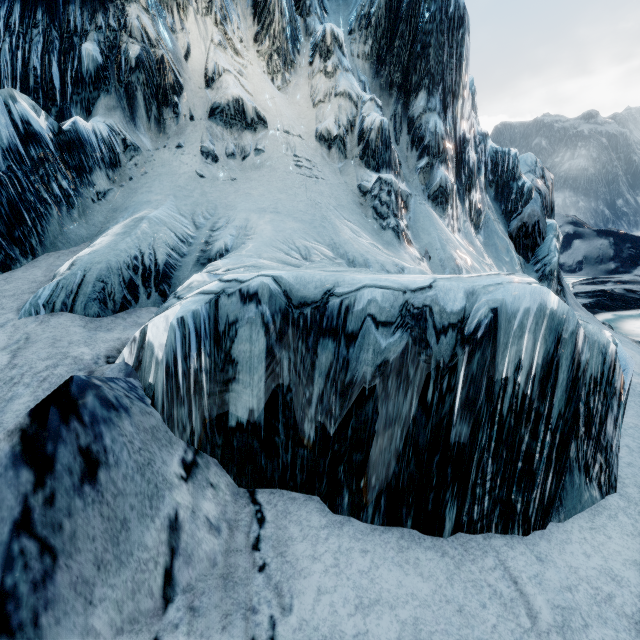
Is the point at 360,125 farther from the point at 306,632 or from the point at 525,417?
the point at 306,632
